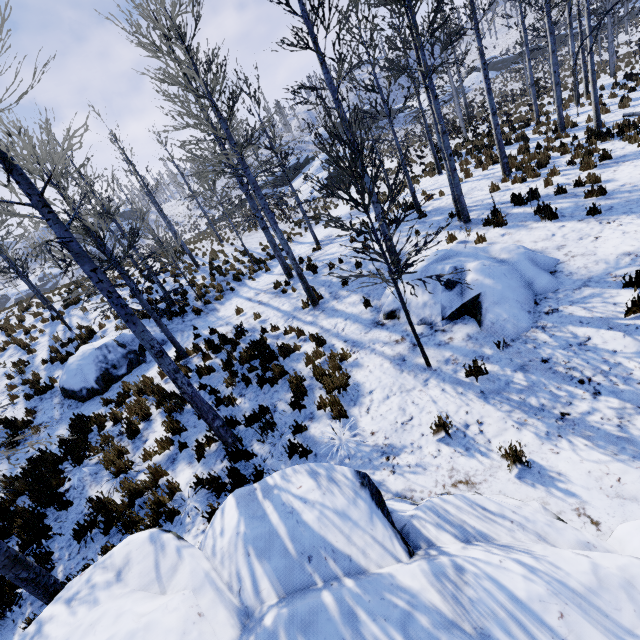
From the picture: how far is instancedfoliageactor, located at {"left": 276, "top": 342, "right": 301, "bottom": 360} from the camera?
8.6m

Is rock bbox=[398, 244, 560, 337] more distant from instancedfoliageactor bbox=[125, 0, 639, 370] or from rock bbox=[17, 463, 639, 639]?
rock bbox=[17, 463, 639, 639]

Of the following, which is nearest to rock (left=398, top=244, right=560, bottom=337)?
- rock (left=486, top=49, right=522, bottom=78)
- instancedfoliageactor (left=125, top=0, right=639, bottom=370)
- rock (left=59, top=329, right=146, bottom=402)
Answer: instancedfoliageactor (left=125, top=0, right=639, bottom=370)

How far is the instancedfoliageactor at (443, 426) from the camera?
4.78m

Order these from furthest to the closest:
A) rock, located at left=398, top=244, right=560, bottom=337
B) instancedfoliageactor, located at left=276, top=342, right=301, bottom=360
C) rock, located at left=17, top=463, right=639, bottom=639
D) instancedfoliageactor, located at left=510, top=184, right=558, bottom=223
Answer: instancedfoliageactor, located at left=276, top=342, right=301, bottom=360
instancedfoliageactor, located at left=510, top=184, right=558, bottom=223
rock, located at left=398, top=244, right=560, bottom=337
rock, located at left=17, top=463, right=639, bottom=639

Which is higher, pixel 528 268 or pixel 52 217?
pixel 52 217
